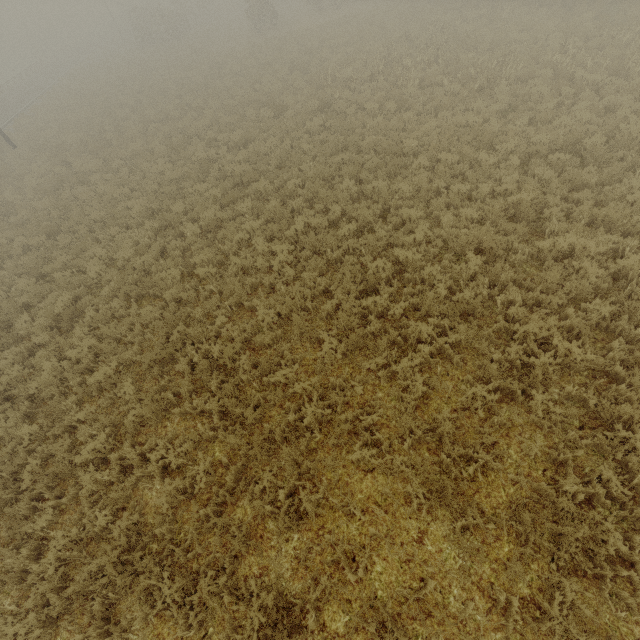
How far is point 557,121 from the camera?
10.23m
